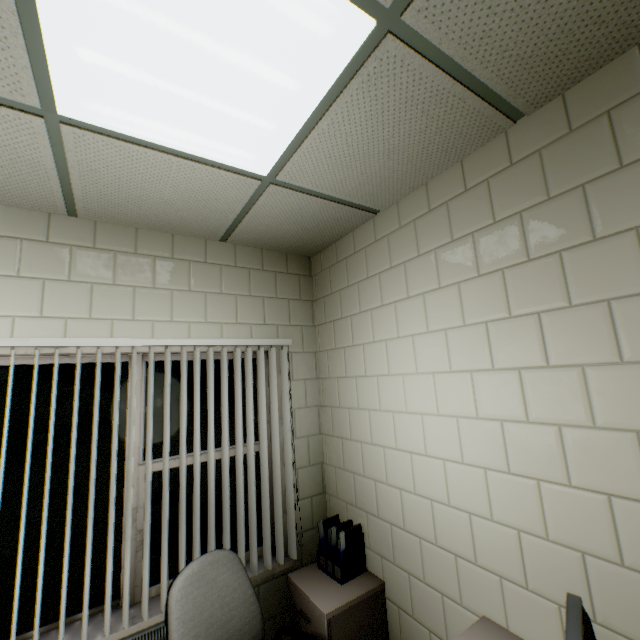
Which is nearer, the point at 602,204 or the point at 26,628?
the point at 602,204

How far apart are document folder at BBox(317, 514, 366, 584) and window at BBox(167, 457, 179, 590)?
0.5 meters

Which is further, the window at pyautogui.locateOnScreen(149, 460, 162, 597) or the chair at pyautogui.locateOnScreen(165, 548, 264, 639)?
the window at pyautogui.locateOnScreen(149, 460, 162, 597)

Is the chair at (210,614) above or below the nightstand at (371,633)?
above

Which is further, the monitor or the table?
the table

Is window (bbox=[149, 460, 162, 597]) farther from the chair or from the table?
the table

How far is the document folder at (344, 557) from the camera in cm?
226

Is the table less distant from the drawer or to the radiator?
the drawer
